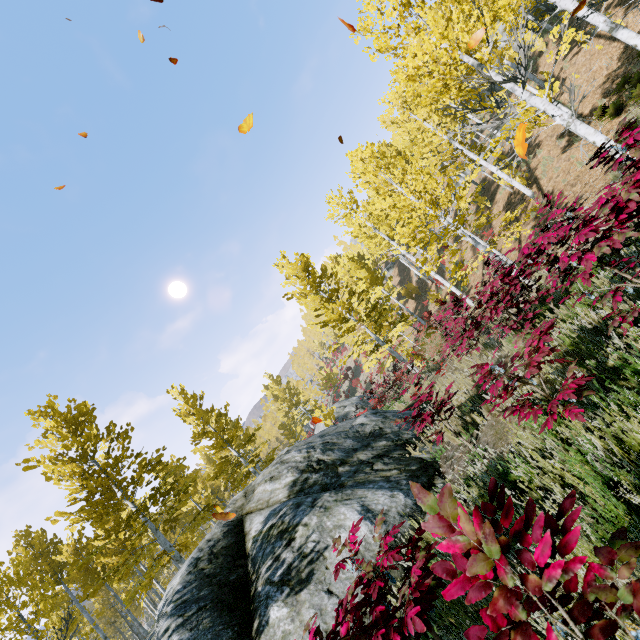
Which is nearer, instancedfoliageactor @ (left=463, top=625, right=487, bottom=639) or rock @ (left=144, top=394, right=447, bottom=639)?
instancedfoliageactor @ (left=463, top=625, right=487, bottom=639)

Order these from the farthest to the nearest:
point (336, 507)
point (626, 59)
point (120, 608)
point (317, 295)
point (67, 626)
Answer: point (120, 608)
point (317, 295)
point (626, 59)
point (67, 626)
point (336, 507)

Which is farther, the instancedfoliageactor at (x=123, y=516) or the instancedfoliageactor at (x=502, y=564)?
the instancedfoliageactor at (x=123, y=516)

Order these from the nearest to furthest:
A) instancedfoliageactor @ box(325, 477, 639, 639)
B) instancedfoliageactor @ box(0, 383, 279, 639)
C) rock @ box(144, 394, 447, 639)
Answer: instancedfoliageactor @ box(325, 477, 639, 639)
rock @ box(144, 394, 447, 639)
instancedfoliageactor @ box(0, 383, 279, 639)

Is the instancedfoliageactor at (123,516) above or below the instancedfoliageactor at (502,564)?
above

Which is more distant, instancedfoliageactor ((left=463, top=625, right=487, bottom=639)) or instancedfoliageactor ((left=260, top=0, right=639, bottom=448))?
instancedfoliageactor ((left=260, top=0, right=639, bottom=448))

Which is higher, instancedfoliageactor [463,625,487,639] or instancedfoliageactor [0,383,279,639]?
instancedfoliageactor [0,383,279,639]
